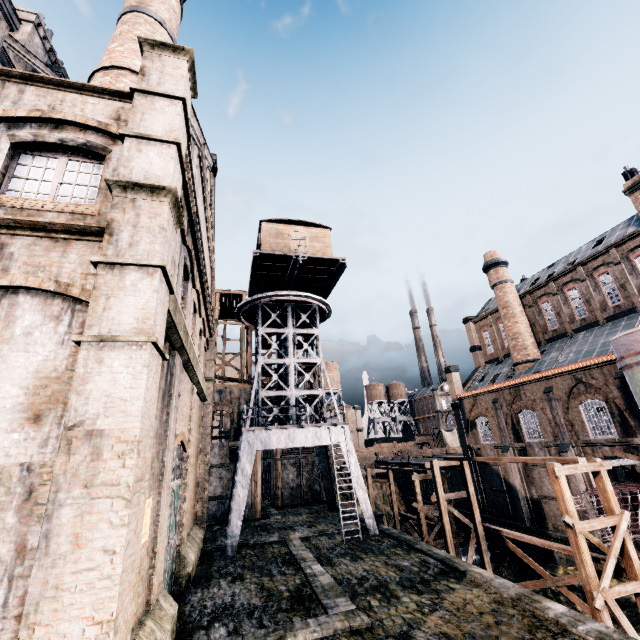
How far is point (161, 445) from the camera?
10.5m

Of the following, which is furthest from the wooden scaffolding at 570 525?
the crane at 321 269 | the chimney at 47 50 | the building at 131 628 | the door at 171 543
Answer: the chimney at 47 50

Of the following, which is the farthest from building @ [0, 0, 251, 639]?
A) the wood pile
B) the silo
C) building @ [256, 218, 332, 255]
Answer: building @ [256, 218, 332, 255]

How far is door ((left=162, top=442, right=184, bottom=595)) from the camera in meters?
12.6

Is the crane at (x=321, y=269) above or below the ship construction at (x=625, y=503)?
above

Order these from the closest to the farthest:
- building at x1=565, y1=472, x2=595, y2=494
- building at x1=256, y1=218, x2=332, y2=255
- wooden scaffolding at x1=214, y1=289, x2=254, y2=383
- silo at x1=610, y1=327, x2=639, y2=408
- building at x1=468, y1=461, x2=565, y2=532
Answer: silo at x1=610, y1=327, x2=639, y2=408, building at x1=256, y1=218, x2=332, y2=255, building at x1=565, y1=472, x2=595, y2=494, building at x1=468, y1=461, x2=565, y2=532, wooden scaffolding at x1=214, y1=289, x2=254, y2=383

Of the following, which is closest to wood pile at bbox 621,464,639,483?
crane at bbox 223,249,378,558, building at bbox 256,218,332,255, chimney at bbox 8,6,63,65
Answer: crane at bbox 223,249,378,558

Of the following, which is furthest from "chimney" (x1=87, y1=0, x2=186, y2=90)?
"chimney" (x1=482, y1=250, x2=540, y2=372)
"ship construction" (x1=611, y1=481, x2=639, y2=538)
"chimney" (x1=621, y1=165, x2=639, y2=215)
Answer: "chimney" (x1=621, y1=165, x2=639, y2=215)
